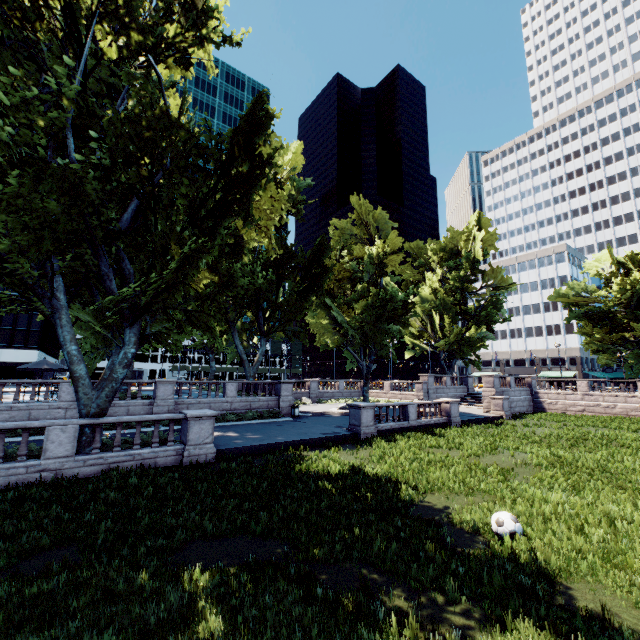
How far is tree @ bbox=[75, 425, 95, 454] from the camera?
13.0m

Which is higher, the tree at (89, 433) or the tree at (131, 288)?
the tree at (131, 288)

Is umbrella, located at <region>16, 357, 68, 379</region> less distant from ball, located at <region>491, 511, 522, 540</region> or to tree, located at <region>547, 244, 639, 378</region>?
tree, located at <region>547, 244, 639, 378</region>

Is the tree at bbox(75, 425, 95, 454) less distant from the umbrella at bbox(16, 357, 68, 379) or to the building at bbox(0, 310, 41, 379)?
the umbrella at bbox(16, 357, 68, 379)

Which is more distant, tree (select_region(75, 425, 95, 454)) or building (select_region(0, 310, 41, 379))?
building (select_region(0, 310, 41, 379))

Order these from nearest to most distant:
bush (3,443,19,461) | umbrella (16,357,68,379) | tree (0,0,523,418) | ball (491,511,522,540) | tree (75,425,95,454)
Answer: ball (491,511,522,540), tree (0,0,523,418), bush (3,443,19,461), tree (75,425,95,454), umbrella (16,357,68,379)

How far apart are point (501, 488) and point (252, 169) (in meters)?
14.69

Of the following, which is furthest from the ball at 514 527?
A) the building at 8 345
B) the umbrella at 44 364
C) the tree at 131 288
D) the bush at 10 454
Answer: the building at 8 345
